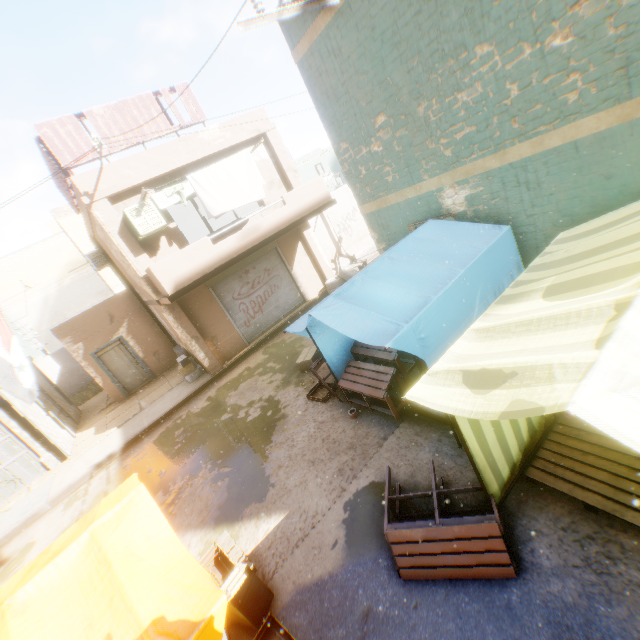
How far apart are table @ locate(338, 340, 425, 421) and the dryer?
0.4 meters

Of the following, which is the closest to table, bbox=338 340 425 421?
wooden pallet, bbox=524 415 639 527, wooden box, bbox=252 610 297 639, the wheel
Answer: wooden pallet, bbox=524 415 639 527

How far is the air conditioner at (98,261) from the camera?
14.5m

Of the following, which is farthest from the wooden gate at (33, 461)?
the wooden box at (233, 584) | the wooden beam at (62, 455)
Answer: the wooden box at (233, 584)

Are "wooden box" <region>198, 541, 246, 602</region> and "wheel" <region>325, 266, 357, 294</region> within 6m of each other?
no

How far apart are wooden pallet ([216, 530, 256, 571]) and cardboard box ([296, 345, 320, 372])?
4.4m

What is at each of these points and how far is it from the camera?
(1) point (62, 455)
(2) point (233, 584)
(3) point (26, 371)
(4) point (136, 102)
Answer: (1) wooden beam, 11.46m
(2) wooden box, 3.75m
(3) flag, 4.93m
(4) wooden shield, 9.52m

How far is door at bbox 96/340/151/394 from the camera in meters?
14.3 m
